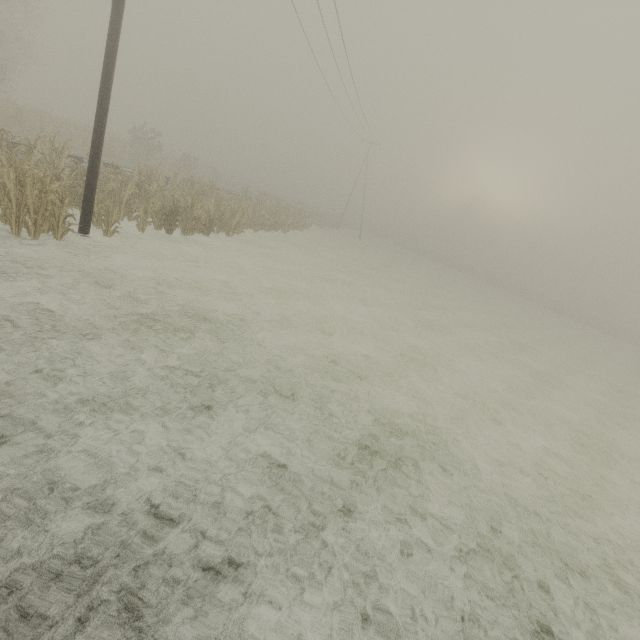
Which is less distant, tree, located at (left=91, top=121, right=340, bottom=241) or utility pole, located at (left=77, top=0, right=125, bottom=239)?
utility pole, located at (left=77, top=0, right=125, bottom=239)

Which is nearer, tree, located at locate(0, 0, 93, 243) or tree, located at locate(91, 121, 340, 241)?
tree, located at locate(0, 0, 93, 243)

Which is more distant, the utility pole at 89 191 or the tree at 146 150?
the tree at 146 150

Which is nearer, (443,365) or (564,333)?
(443,365)

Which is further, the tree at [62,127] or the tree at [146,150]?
the tree at [146,150]

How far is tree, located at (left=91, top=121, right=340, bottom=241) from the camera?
12.0 meters
